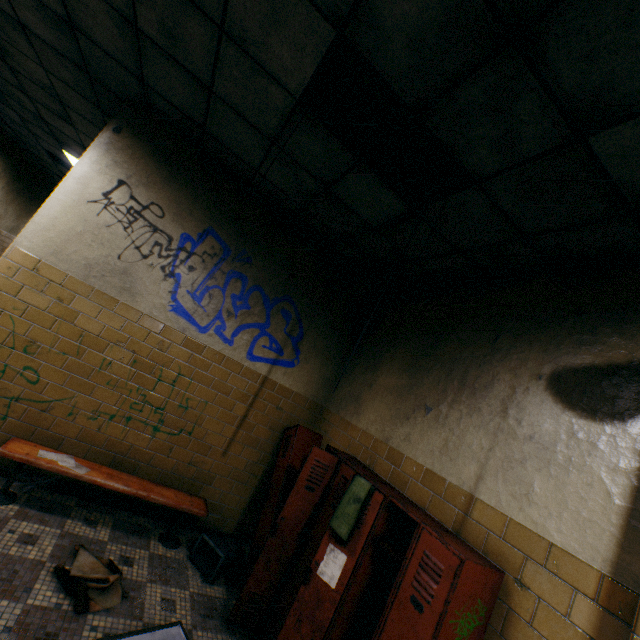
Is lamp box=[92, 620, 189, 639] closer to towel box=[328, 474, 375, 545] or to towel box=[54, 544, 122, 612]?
towel box=[54, 544, 122, 612]

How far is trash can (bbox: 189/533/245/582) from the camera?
3.2 meters

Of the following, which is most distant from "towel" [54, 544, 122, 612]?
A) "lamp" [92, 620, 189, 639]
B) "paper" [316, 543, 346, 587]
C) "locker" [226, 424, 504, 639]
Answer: "paper" [316, 543, 346, 587]

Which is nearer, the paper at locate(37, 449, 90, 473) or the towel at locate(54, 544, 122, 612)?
the towel at locate(54, 544, 122, 612)

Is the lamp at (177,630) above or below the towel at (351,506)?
below

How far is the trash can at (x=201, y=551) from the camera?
3.25m

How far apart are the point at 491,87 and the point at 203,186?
3.2m

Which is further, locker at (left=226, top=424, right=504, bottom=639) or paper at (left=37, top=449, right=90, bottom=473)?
paper at (left=37, top=449, right=90, bottom=473)
